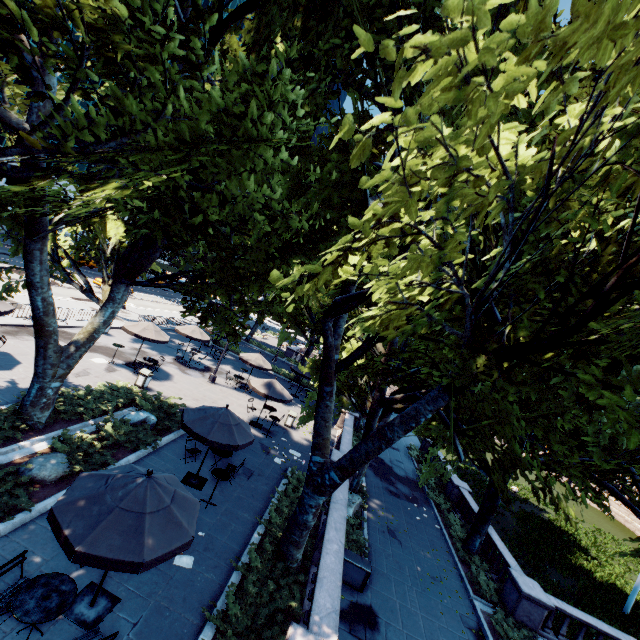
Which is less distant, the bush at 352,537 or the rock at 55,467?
the rock at 55,467

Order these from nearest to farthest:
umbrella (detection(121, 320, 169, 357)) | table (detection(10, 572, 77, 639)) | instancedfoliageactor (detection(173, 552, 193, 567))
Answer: table (detection(10, 572, 77, 639)) → instancedfoliageactor (detection(173, 552, 193, 567)) → umbrella (detection(121, 320, 169, 357))

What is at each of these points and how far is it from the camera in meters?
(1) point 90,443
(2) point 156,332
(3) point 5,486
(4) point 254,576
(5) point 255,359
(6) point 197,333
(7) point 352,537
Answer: (1) bush, 11.2 m
(2) umbrella, 19.7 m
(3) bush, 8.2 m
(4) bush, 8.5 m
(5) umbrella, 24.4 m
(6) umbrella, 24.6 m
(7) bush, 14.6 m

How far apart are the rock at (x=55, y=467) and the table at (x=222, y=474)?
4.1 meters

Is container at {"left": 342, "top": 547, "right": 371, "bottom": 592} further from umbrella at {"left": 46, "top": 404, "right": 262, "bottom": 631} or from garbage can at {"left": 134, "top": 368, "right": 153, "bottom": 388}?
garbage can at {"left": 134, "top": 368, "right": 153, "bottom": 388}

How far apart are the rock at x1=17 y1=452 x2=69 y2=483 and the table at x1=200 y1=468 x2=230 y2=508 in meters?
4.1 m

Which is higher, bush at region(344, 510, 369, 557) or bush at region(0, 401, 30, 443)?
bush at region(0, 401, 30, 443)

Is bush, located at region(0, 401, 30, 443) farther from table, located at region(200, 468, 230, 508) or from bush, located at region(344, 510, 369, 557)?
bush, located at region(344, 510, 369, 557)
